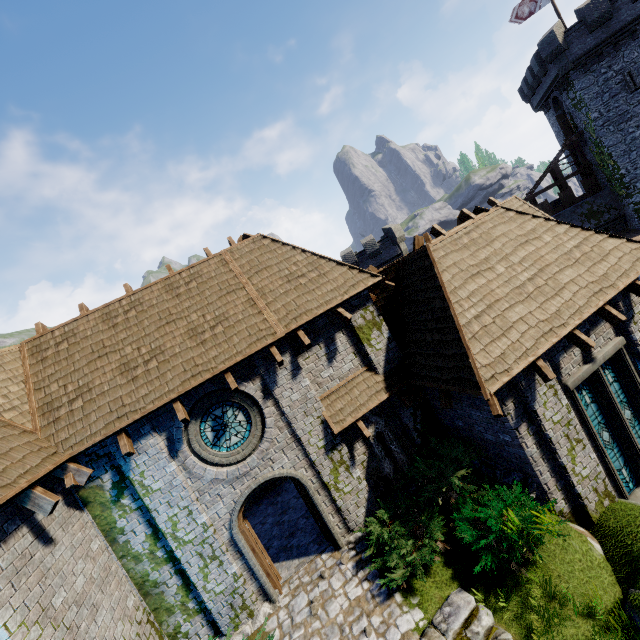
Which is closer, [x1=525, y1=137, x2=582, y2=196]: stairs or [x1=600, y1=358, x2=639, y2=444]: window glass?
[x1=600, y1=358, x2=639, y2=444]: window glass

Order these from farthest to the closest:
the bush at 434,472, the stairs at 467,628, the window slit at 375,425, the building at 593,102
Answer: the building at 593,102 → the window slit at 375,425 → the bush at 434,472 → the stairs at 467,628

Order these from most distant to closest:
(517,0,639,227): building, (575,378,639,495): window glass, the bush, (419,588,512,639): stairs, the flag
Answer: the flag < (517,0,639,227): building < (575,378,639,495): window glass < the bush < (419,588,512,639): stairs

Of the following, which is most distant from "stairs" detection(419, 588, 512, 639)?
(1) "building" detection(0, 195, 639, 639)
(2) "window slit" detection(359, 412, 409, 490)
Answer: (2) "window slit" detection(359, 412, 409, 490)

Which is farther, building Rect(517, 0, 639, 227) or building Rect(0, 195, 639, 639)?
building Rect(517, 0, 639, 227)

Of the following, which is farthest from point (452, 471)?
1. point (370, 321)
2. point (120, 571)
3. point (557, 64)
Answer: point (557, 64)

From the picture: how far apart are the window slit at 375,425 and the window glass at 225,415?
3.0m

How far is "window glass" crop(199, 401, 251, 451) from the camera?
8.4m
